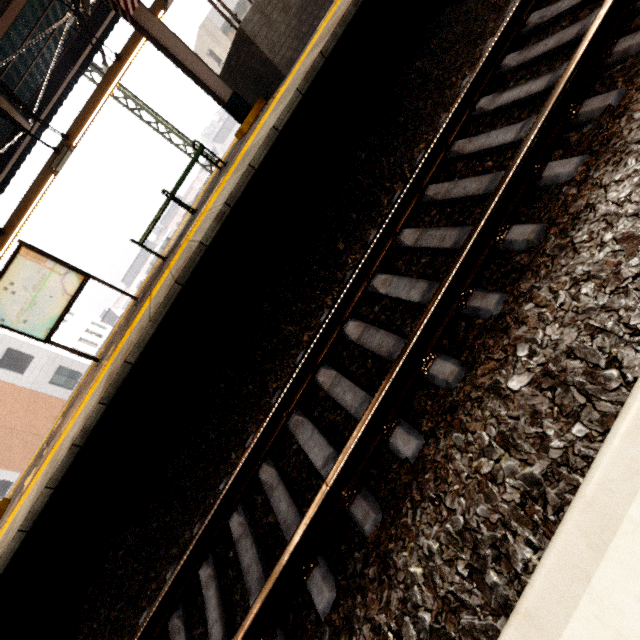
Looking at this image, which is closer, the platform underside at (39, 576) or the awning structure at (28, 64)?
the platform underside at (39, 576)

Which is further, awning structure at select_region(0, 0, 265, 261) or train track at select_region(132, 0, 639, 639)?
awning structure at select_region(0, 0, 265, 261)

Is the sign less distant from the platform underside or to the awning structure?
the awning structure

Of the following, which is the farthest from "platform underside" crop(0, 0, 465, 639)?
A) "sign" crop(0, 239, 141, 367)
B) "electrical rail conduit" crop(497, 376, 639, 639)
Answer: "electrical rail conduit" crop(497, 376, 639, 639)

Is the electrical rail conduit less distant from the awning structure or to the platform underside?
the platform underside

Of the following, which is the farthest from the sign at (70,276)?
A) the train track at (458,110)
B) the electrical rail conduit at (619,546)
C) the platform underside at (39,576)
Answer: the electrical rail conduit at (619,546)

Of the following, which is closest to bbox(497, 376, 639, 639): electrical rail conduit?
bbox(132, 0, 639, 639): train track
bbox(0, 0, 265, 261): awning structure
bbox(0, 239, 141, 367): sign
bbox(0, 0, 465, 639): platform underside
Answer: bbox(132, 0, 639, 639): train track

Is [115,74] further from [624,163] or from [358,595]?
[358,595]
